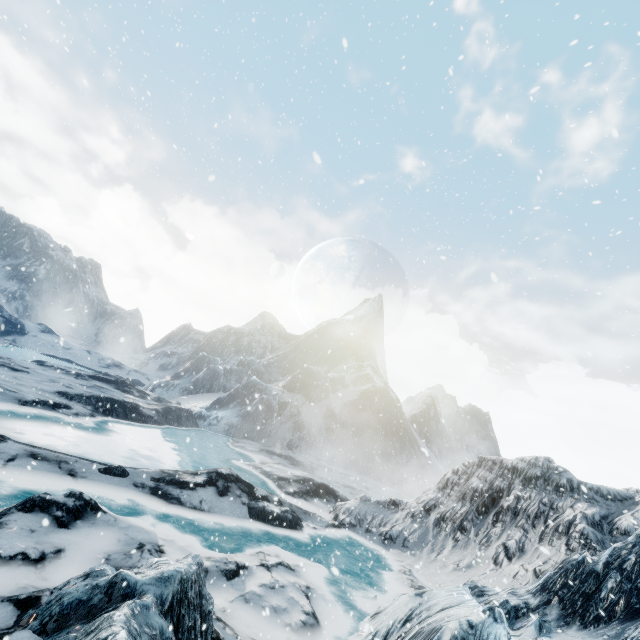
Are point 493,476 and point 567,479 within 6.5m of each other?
yes
